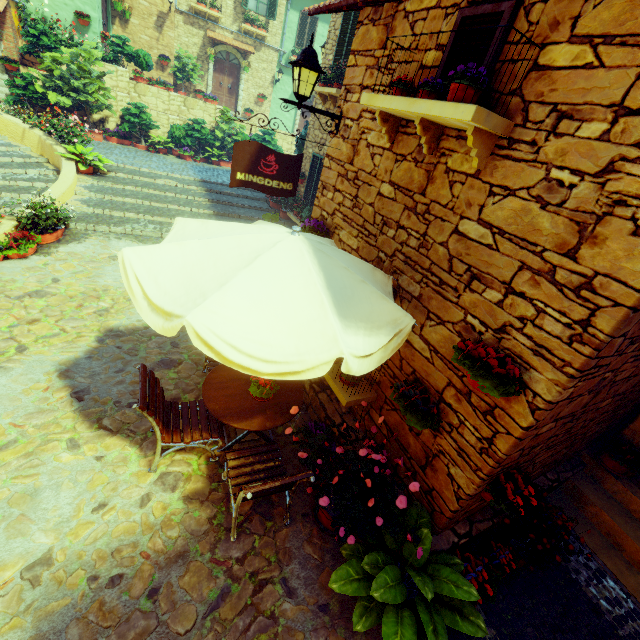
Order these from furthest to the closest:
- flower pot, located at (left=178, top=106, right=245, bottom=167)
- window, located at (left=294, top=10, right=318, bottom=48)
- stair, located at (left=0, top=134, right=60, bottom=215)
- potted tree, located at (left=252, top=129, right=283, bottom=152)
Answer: window, located at (left=294, top=10, right=318, bottom=48)
potted tree, located at (left=252, top=129, right=283, bottom=152)
flower pot, located at (left=178, top=106, right=245, bottom=167)
stair, located at (left=0, top=134, right=60, bottom=215)

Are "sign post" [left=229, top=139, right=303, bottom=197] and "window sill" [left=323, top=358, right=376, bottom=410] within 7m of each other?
yes

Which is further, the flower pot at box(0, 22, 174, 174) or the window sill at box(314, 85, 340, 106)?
the flower pot at box(0, 22, 174, 174)

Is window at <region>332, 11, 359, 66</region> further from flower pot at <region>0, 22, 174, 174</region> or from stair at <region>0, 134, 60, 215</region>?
flower pot at <region>0, 22, 174, 174</region>

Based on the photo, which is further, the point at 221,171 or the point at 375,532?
the point at 221,171

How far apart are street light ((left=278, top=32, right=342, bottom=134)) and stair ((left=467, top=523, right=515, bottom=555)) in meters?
5.5 m

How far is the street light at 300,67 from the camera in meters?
3.9 m

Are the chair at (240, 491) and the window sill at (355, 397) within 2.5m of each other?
yes
